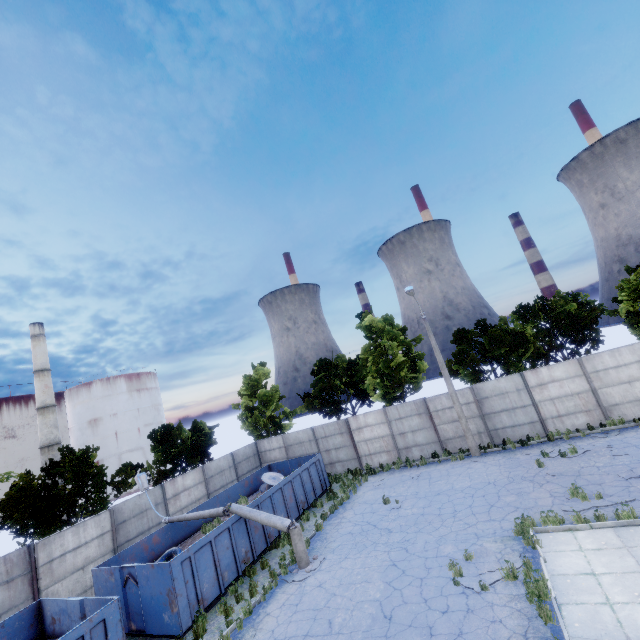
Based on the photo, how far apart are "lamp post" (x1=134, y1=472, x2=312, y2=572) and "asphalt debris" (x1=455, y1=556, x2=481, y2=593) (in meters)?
5.60

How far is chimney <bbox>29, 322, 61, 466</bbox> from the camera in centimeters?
3903cm

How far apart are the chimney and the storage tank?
5.8 meters

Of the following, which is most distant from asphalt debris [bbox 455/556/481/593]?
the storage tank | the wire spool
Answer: the storage tank

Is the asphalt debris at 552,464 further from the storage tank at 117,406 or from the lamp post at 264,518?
the storage tank at 117,406

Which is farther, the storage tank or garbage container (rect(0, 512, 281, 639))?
the storage tank

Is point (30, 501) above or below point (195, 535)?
above

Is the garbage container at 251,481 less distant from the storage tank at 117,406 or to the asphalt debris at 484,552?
the asphalt debris at 484,552
